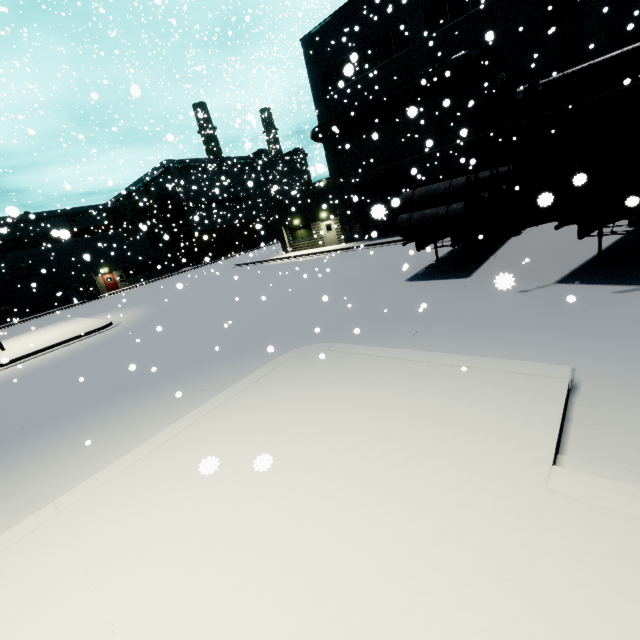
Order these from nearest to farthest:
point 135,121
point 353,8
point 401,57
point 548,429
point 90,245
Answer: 1. point 548,429
2. point 401,57
3. point 353,8
4. point 135,121
5. point 90,245

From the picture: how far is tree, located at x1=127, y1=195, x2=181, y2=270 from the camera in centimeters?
4381cm

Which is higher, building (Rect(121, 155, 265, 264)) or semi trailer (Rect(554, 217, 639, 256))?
building (Rect(121, 155, 265, 264))

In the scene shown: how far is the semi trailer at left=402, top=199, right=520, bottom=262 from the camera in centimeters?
1091cm

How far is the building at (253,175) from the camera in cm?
4818

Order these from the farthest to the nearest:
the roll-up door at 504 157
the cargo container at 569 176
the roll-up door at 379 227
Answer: the roll-up door at 504 157 < the roll-up door at 379 227 < the cargo container at 569 176

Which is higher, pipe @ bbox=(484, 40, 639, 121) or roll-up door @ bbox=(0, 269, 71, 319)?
pipe @ bbox=(484, 40, 639, 121)

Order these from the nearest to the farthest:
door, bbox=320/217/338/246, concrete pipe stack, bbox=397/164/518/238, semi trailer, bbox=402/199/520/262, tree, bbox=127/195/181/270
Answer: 1. concrete pipe stack, bbox=397/164/518/238
2. semi trailer, bbox=402/199/520/262
3. door, bbox=320/217/338/246
4. tree, bbox=127/195/181/270
